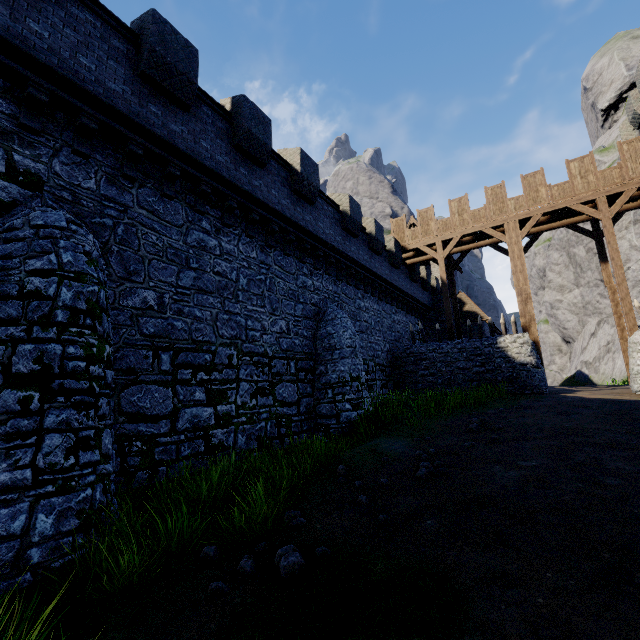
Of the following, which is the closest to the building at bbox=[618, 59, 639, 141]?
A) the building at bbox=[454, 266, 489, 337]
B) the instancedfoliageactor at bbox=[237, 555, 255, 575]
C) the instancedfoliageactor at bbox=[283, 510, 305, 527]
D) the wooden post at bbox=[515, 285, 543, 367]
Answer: the wooden post at bbox=[515, 285, 543, 367]

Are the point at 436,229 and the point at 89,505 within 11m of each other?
no

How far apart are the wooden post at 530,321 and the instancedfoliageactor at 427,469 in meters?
13.2 m

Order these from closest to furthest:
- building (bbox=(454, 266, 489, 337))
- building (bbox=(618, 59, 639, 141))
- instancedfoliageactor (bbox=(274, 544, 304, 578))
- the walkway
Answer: instancedfoliageactor (bbox=(274, 544, 304, 578)) → the walkway → building (bbox=(618, 59, 639, 141)) → building (bbox=(454, 266, 489, 337))

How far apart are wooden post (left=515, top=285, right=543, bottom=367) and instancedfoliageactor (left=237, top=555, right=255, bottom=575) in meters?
17.3 m

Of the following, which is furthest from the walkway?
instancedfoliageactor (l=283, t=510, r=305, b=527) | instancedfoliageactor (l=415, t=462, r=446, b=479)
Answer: instancedfoliageactor (l=283, t=510, r=305, b=527)

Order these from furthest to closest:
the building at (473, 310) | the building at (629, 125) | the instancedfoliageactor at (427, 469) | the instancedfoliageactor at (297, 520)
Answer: the building at (473, 310) < the building at (629, 125) < the instancedfoliageactor at (427, 469) < the instancedfoliageactor at (297, 520)

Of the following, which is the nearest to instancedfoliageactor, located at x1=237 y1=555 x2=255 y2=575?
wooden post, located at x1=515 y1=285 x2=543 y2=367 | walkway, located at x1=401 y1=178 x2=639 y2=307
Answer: wooden post, located at x1=515 y1=285 x2=543 y2=367
